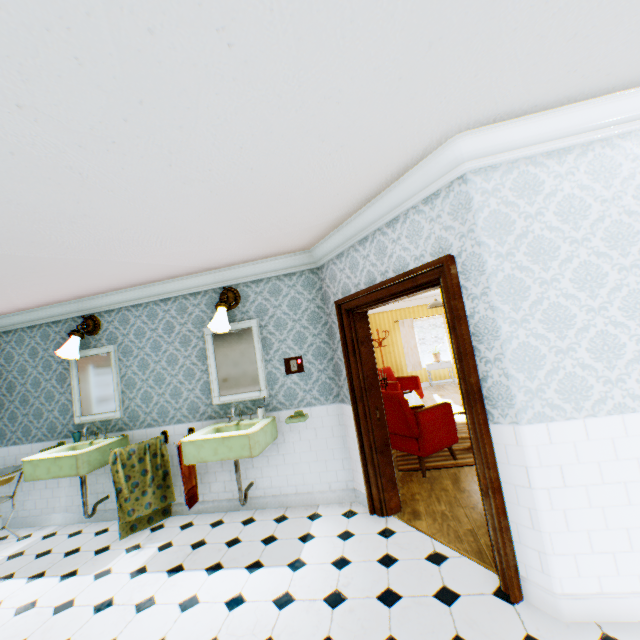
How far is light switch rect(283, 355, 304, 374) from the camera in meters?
4.2 m

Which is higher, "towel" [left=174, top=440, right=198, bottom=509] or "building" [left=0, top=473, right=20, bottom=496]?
"building" [left=0, top=473, right=20, bottom=496]

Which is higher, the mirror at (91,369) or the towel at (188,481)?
the mirror at (91,369)

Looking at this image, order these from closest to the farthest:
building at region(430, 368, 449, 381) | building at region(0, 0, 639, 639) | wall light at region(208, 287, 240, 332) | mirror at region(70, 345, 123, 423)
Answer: building at region(0, 0, 639, 639) → wall light at region(208, 287, 240, 332) → mirror at region(70, 345, 123, 423) → building at region(430, 368, 449, 381)

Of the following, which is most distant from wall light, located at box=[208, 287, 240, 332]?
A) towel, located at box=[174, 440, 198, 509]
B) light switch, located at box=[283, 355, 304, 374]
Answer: towel, located at box=[174, 440, 198, 509]

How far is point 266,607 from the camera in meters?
2.5 m

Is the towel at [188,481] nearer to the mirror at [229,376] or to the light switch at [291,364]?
the mirror at [229,376]

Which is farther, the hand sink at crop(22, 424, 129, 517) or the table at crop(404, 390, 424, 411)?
the table at crop(404, 390, 424, 411)
